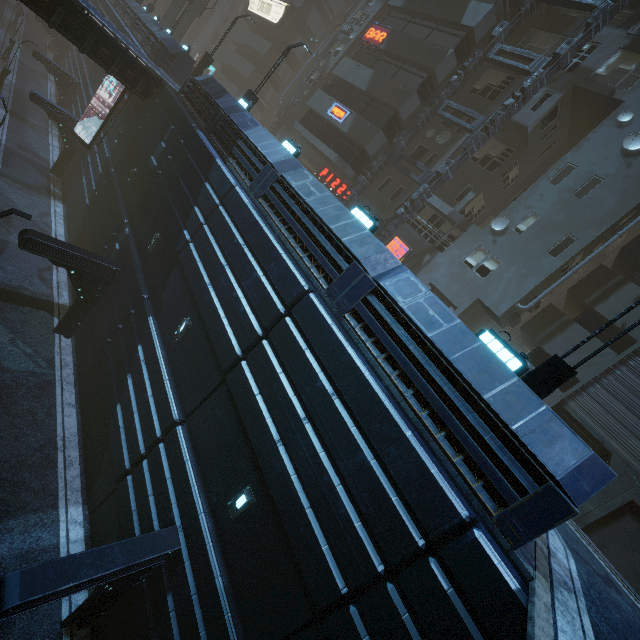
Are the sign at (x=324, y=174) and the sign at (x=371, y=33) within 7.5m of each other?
no

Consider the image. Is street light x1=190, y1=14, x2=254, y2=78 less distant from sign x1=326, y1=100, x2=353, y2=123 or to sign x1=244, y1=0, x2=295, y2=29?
sign x1=326, y1=100, x2=353, y2=123

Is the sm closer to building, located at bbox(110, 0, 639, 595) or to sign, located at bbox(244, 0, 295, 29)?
building, located at bbox(110, 0, 639, 595)

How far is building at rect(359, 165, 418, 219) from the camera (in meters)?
22.66

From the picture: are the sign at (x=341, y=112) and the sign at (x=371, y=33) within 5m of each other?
yes

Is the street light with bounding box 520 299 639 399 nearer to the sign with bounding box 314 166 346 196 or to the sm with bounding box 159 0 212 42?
the sign with bounding box 314 166 346 196

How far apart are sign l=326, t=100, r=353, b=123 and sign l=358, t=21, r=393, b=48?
4.4m

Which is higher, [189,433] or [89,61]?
[89,61]
